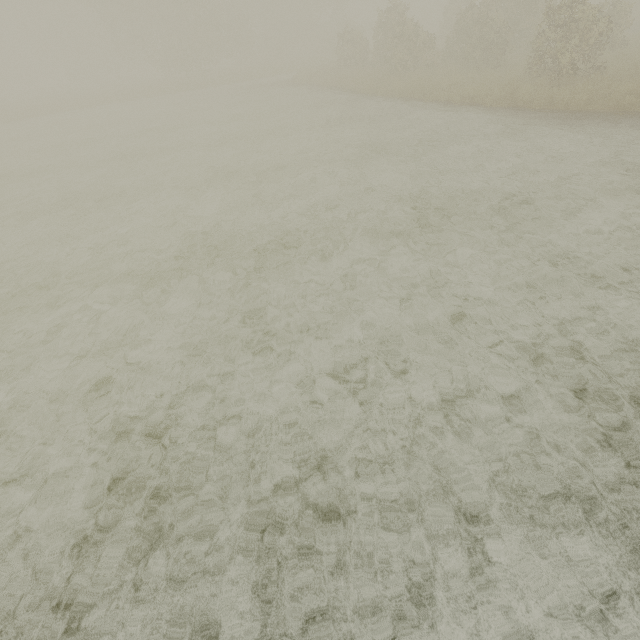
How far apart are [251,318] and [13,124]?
38.22m
